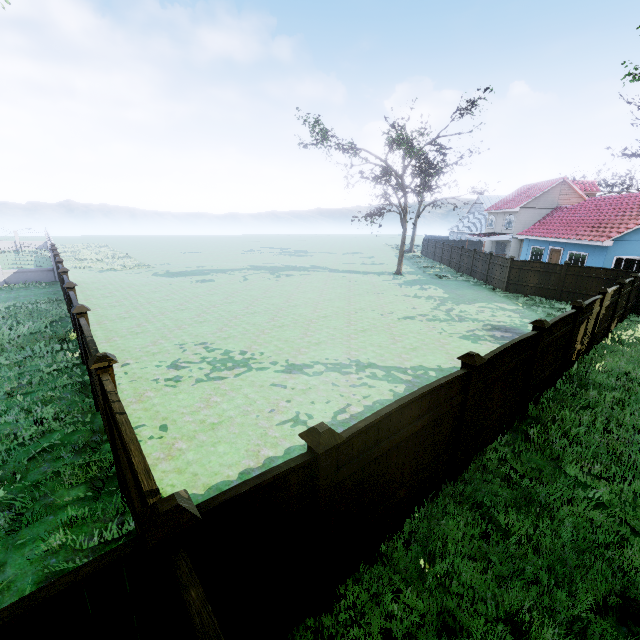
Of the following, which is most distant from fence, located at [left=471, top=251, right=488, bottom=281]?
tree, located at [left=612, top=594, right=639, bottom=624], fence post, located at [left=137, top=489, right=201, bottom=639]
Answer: tree, located at [left=612, top=594, right=639, bottom=624]

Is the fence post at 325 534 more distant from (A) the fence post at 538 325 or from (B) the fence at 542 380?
(A) the fence post at 538 325

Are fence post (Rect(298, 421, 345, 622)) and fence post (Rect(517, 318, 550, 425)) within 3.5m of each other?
no

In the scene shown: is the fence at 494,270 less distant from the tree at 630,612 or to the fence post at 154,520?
the fence post at 154,520

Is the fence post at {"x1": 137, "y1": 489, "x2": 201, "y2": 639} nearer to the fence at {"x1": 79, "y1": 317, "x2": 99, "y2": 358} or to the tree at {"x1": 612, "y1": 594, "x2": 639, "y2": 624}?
the fence at {"x1": 79, "y1": 317, "x2": 99, "y2": 358}

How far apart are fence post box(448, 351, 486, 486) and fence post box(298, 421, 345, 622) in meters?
2.7 m

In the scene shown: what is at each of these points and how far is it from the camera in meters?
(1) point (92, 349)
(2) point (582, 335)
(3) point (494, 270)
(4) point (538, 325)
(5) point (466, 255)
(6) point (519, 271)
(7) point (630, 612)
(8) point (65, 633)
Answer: (1) fence, 5.2 m
(2) fence, 10.2 m
(3) fence, 23.8 m
(4) fence post, 6.8 m
(5) fence, 29.6 m
(6) fence, 21.1 m
(7) tree, 3.7 m
(8) fence, 2.0 m

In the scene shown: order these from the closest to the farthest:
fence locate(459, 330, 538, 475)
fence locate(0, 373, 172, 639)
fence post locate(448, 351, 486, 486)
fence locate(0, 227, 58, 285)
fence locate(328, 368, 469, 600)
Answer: fence locate(0, 373, 172, 639) → fence locate(328, 368, 469, 600) → fence post locate(448, 351, 486, 486) → fence locate(459, 330, 538, 475) → fence locate(0, 227, 58, 285)
